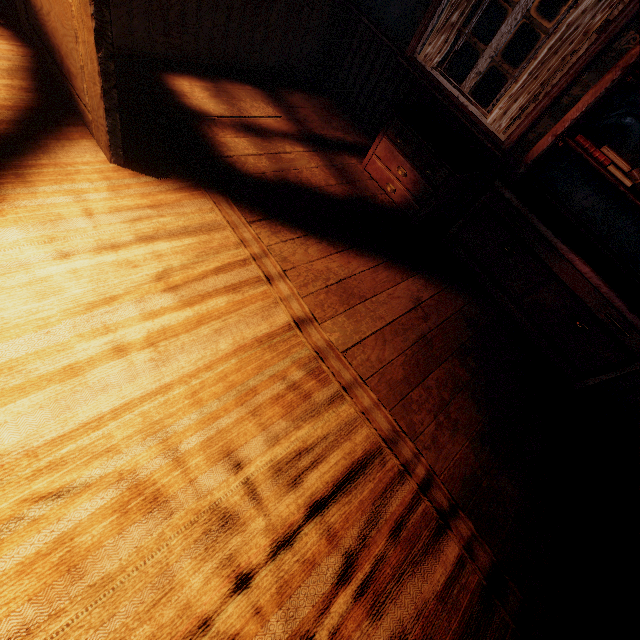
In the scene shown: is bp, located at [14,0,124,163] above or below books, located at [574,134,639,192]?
below

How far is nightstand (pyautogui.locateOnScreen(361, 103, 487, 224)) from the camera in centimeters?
301cm

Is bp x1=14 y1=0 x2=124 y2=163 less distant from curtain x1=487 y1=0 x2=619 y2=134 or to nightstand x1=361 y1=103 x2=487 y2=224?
curtain x1=487 y1=0 x2=619 y2=134

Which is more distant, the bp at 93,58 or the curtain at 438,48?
the curtain at 438,48

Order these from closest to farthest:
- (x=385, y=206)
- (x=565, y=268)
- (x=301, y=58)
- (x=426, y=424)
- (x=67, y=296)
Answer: (x=67, y=296) → (x=426, y=424) → (x=565, y=268) → (x=385, y=206) → (x=301, y=58)

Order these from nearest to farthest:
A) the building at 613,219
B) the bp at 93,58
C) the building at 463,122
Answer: the bp at 93,58, the building at 463,122, the building at 613,219

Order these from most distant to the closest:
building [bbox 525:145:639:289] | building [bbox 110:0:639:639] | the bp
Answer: building [bbox 525:145:639:289], building [bbox 110:0:639:639], the bp

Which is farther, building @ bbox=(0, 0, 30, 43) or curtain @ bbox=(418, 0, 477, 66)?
curtain @ bbox=(418, 0, 477, 66)
